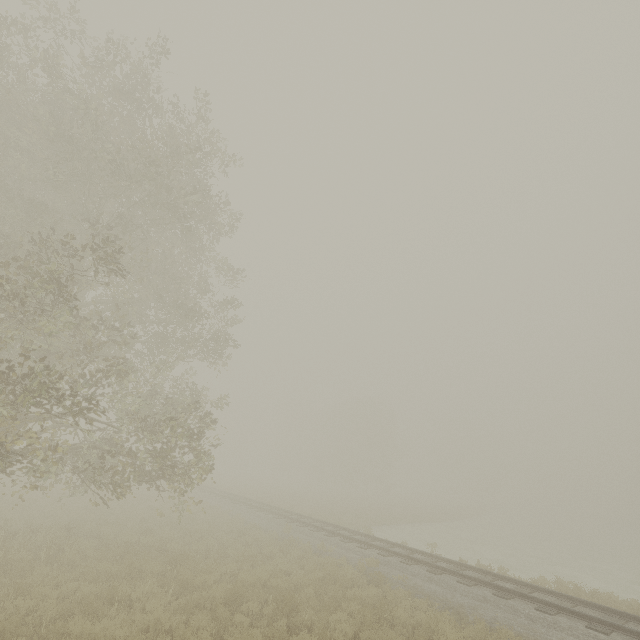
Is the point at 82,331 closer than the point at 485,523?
Yes

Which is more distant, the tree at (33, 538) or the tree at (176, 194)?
the tree at (33, 538)

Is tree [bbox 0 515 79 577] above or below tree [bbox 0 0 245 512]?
below

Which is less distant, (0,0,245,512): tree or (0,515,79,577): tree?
(0,0,245,512): tree

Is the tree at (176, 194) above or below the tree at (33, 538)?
above
